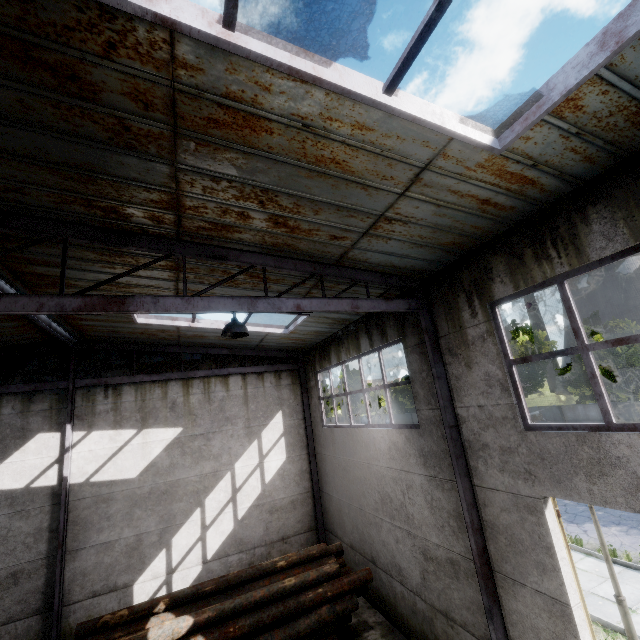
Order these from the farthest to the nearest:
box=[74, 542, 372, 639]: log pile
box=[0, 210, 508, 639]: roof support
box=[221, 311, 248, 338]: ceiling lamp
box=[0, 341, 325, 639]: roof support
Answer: box=[0, 341, 325, 639]: roof support < box=[74, 542, 372, 639]: log pile < box=[221, 311, 248, 338]: ceiling lamp < box=[0, 210, 508, 639]: roof support

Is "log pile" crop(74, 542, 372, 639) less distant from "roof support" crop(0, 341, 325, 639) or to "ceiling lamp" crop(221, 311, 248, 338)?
"roof support" crop(0, 341, 325, 639)

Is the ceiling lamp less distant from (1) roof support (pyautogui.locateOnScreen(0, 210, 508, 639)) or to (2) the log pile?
(1) roof support (pyautogui.locateOnScreen(0, 210, 508, 639))

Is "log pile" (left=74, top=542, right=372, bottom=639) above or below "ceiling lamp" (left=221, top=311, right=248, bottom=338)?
below

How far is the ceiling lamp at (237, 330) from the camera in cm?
485

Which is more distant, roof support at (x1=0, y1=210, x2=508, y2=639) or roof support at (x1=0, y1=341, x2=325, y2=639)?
roof support at (x1=0, y1=341, x2=325, y2=639)

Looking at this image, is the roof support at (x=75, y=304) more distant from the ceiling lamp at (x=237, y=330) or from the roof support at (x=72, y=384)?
the roof support at (x=72, y=384)

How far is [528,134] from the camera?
3.39m
